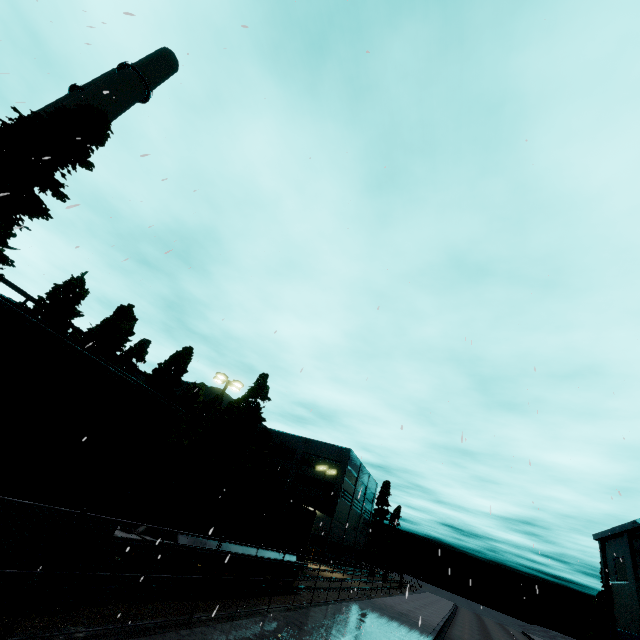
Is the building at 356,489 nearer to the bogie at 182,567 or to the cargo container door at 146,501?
the cargo container door at 146,501

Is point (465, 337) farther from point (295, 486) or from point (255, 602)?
point (295, 486)

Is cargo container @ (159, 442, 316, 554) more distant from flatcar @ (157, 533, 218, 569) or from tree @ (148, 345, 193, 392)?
tree @ (148, 345, 193, 392)

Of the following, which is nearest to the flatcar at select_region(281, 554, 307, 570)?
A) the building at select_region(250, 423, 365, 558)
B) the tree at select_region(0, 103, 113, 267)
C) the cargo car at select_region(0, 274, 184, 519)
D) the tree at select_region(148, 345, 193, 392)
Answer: the cargo car at select_region(0, 274, 184, 519)

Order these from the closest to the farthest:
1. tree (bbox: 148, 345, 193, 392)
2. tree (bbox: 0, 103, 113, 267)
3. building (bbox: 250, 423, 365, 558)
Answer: tree (bbox: 0, 103, 113, 267)
tree (bbox: 148, 345, 193, 392)
building (bbox: 250, 423, 365, 558)

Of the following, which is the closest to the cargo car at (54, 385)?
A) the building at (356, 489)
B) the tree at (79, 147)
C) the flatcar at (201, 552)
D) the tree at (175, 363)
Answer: the flatcar at (201, 552)

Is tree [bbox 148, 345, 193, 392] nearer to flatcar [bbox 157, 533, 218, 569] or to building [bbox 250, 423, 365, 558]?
flatcar [bbox 157, 533, 218, 569]

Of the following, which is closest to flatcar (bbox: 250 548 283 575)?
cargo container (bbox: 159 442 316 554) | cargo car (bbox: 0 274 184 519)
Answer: cargo container (bbox: 159 442 316 554)
